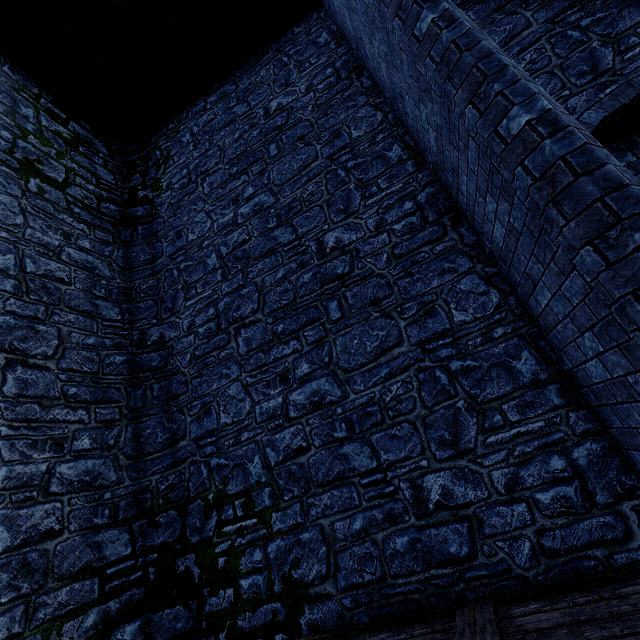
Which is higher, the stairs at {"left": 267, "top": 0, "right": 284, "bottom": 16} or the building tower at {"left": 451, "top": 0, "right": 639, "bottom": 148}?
the stairs at {"left": 267, "top": 0, "right": 284, "bottom": 16}

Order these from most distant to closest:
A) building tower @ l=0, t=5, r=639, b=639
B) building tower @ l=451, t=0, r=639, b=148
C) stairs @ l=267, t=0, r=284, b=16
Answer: stairs @ l=267, t=0, r=284, b=16 → building tower @ l=451, t=0, r=639, b=148 → building tower @ l=0, t=5, r=639, b=639

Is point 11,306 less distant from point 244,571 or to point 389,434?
point 244,571

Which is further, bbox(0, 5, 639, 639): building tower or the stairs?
the stairs

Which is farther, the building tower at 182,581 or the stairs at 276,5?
the stairs at 276,5

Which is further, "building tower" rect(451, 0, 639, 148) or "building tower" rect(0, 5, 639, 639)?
"building tower" rect(451, 0, 639, 148)
